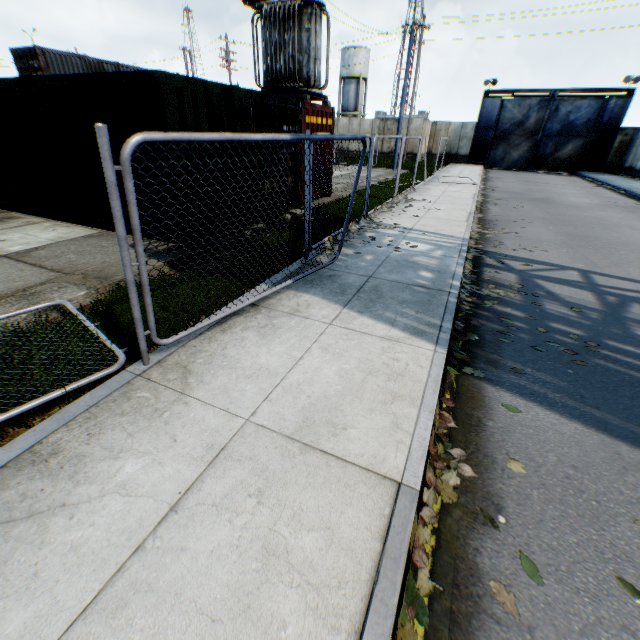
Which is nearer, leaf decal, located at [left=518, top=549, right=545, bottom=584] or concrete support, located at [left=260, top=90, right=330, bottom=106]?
leaf decal, located at [left=518, top=549, right=545, bottom=584]

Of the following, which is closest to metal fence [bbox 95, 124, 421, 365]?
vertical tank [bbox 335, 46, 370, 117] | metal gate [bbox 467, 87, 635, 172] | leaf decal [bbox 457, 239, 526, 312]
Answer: leaf decal [bbox 457, 239, 526, 312]

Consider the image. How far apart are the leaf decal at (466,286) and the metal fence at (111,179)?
2.2 meters

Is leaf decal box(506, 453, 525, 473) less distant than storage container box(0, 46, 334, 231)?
Yes

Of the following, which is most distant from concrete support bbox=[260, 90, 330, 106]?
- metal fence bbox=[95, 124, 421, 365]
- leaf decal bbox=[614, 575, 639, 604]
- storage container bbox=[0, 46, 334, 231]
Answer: leaf decal bbox=[614, 575, 639, 604]

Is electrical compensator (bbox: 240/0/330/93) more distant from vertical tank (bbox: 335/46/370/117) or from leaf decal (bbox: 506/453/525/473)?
vertical tank (bbox: 335/46/370/117)

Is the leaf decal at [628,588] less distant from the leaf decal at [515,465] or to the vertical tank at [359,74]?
the leaf decal at [515,465]

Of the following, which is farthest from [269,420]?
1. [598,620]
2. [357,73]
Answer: [357,73]
